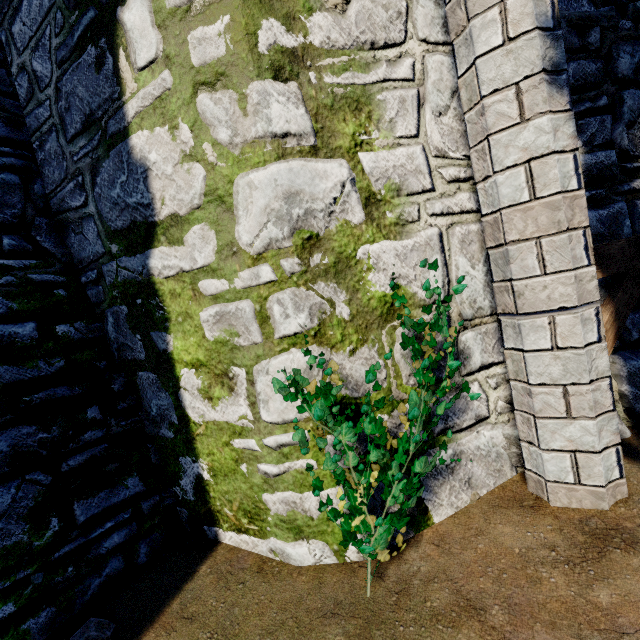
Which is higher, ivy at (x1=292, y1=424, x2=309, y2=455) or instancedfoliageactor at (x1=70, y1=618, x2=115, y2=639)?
ivy at (x1=292, y1=424, x2=309, y2=455)

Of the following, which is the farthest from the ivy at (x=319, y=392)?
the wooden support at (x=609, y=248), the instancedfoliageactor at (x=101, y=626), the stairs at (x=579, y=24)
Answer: the stairs at (x=579, y=24)

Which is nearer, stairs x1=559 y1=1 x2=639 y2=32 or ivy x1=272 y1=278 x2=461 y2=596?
ivy x1=272 y1=278 x2=461 y2=596

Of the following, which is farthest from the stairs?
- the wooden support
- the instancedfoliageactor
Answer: the instancedfoliageactor

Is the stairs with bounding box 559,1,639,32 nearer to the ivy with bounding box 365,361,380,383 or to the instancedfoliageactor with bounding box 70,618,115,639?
A: the ivy with bounding box 365,361,380,383

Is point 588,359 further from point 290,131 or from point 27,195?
point 27,195

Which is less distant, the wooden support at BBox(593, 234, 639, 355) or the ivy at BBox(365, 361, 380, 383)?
the ivy at BBox(365, 361, 380, 383)

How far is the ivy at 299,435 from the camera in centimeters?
194cm
